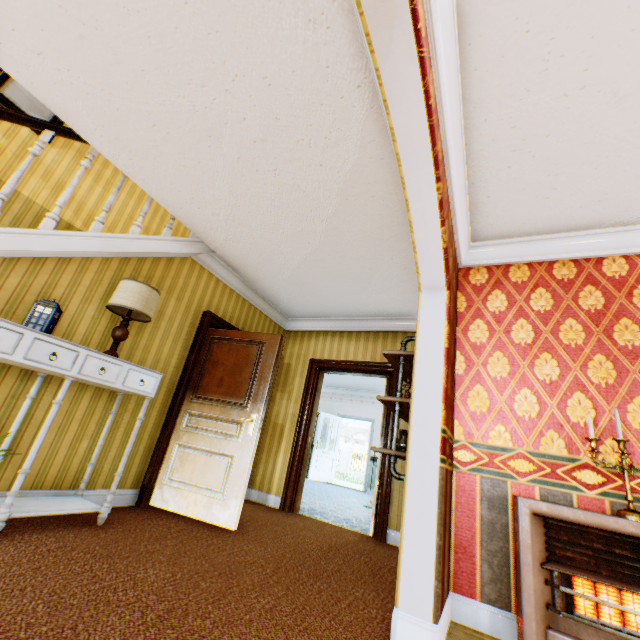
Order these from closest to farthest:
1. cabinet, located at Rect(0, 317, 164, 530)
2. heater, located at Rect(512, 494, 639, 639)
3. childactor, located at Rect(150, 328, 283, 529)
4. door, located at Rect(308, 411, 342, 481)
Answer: heater, located at Rect(512, 494, 639, 639), cabinet, located at Rect(0, 317, 164, 530), childactor, located at Rect(150, 328, 283, 529), door, located at Rect(308, 411, 342, 481)

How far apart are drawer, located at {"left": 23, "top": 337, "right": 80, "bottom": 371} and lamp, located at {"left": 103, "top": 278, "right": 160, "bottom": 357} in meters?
0.2 m

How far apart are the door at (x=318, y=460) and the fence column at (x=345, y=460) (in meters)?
14.84

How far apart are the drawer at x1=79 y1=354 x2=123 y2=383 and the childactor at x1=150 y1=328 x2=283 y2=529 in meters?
1.0

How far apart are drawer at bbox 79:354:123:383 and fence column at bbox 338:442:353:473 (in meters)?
23.90

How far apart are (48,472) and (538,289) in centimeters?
480cm

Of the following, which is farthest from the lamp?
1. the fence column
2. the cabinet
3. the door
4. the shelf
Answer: the fence column

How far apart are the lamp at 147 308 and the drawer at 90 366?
0.2 meters
